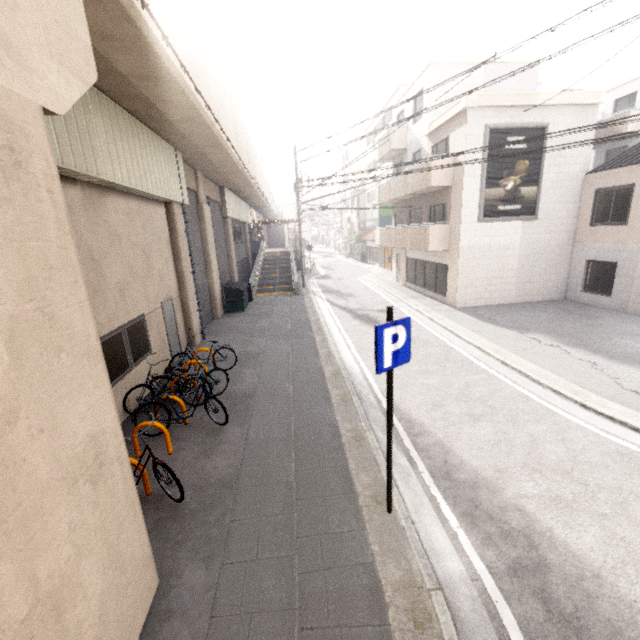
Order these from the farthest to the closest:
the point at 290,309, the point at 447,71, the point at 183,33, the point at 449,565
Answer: the point at 290,309 → the point at 447,71 → the point at 183,33 → the point at 449,565

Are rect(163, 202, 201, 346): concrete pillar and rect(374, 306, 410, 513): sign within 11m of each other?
yes

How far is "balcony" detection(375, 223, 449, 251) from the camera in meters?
15.7 m

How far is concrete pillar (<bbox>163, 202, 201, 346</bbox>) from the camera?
11.0 meters

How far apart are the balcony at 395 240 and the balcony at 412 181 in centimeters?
158cm

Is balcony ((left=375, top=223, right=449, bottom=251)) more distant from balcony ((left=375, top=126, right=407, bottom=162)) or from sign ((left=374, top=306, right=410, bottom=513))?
sign ((left=374, top=306, right=410, bottom=513))

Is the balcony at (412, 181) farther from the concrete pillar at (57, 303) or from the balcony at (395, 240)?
the concrete pillar at (57, 303)

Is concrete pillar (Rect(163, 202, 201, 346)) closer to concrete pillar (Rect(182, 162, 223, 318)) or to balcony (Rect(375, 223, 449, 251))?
concrete pillar (Rect(182, 162, 223, 318))
